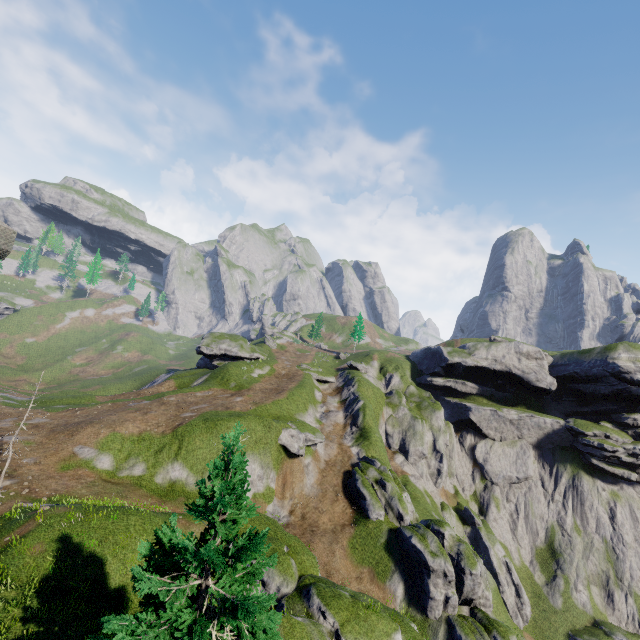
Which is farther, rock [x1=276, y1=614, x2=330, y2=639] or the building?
the building

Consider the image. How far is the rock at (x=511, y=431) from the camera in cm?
5697

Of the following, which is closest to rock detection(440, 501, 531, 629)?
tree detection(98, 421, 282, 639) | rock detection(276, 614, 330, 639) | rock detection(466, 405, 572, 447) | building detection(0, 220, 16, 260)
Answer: rock detection(466, 405, 572, 447)

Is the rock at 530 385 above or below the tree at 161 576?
above

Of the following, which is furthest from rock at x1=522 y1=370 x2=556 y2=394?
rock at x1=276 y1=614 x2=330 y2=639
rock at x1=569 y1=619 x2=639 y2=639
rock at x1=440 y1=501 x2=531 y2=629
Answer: rock at x1=276 y1=614 x2=330 y2=639

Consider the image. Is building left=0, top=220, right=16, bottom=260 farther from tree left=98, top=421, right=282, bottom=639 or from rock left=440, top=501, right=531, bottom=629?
rock left=440, top=501, right=531, bottom=629

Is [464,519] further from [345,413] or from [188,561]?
[188,561]

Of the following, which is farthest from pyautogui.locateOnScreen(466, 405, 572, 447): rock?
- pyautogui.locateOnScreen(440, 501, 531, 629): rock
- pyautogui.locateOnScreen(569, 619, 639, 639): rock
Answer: pyautogui.locateOnScreen(569, 619, 639, 639): rock
